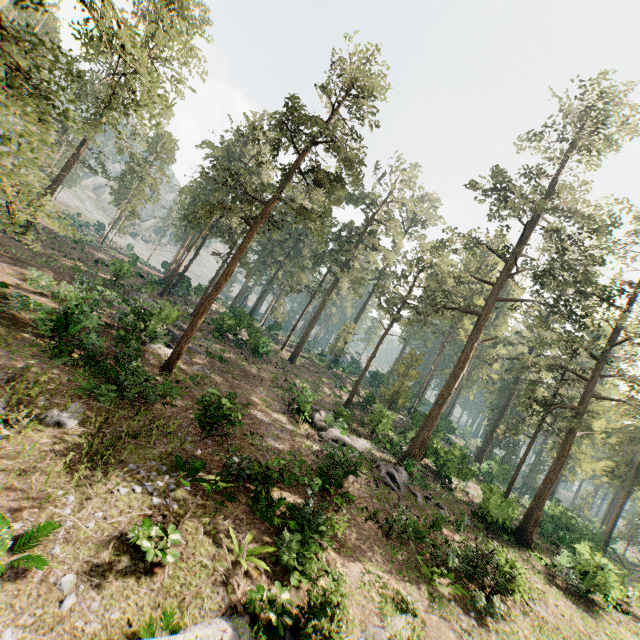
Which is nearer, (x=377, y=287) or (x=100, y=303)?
(x=100, y=303)

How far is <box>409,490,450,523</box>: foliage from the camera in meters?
17.0 m

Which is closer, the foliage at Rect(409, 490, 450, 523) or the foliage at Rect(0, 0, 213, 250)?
the foliage at Rect(0, 0, 213, 250)

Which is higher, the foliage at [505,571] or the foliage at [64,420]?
the foliage at [505,571]

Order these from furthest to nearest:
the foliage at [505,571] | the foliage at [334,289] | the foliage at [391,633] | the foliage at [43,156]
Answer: the foliage at [334,289] → the foliage at [505,571] → the foliage at [391,633] → the foliage at [43,156]

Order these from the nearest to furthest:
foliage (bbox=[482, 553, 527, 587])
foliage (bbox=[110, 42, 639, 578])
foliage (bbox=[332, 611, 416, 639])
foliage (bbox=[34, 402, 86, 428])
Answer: foliage (bbox=[332, 611, 416, 639])
foliage (bbox=[34, 402, 86, 428])
foliage (bbox=[482, 553, 527, 587])
foliage (bbox=[110, 42, 639, 578])
